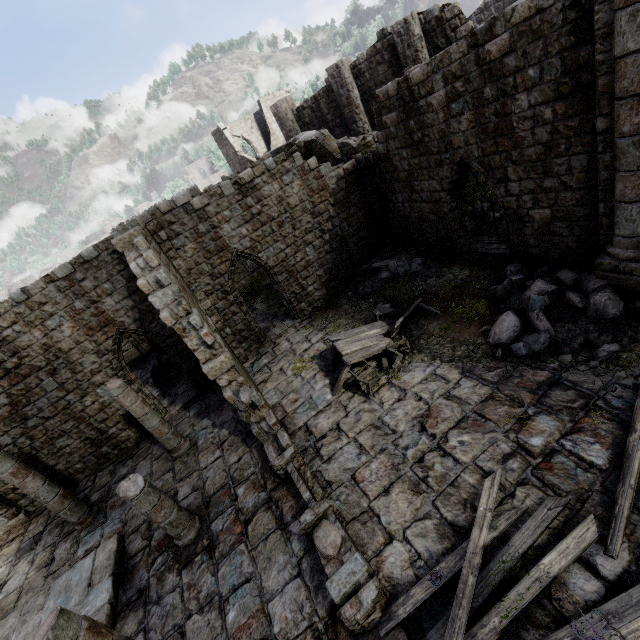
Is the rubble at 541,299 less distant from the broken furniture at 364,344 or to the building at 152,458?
the building at 152,458

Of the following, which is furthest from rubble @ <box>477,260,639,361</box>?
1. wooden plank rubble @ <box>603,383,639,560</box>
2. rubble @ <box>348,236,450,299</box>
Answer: rubble @ <box>348,236,450,299</box>

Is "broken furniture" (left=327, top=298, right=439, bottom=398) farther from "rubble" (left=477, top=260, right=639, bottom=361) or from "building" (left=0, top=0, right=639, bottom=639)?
"rubble" (left=477, top=260, right=639, bottom=361)

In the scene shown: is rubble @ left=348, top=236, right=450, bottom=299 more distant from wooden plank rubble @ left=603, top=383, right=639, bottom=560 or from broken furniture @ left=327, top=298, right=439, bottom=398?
wooden plank rubble @ left=603, top=383, right=639, bottom=560

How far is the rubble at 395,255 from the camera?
12.62m

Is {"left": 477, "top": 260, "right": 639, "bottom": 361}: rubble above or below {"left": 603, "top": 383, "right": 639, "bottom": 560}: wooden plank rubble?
above

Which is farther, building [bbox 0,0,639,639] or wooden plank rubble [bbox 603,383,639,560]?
building [bbox 0,0,639,639]

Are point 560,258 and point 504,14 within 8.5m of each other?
yes
